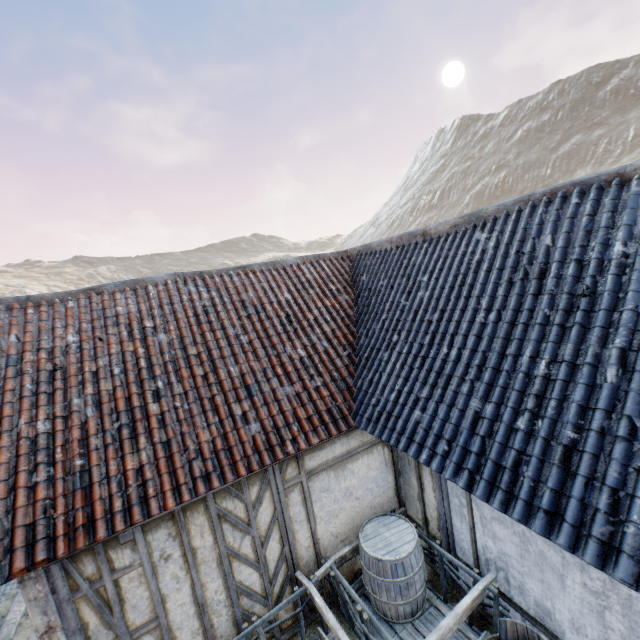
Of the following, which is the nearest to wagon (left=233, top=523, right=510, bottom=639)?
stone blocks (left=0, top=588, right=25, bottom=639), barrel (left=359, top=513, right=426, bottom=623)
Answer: barrel (left=359, top=513, right=426, bottom=623)

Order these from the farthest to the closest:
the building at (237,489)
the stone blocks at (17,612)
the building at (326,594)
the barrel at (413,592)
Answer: the stone blocks at (17,612), the building at (326,594), the barrel at (413,592), the building at (237,489)

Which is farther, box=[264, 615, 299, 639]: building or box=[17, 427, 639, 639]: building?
box=[264, 615, 299, 639]: building

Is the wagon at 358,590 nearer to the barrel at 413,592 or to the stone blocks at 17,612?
the barrel at 413,592

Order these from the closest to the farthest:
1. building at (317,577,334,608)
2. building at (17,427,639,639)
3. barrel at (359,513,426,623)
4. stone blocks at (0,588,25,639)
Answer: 1. building at (17,427,639,639)
2. barrel at (359,513,426,623)
3. building at (317,577,334,608)
4. stone blocks at (0,588,25,639)

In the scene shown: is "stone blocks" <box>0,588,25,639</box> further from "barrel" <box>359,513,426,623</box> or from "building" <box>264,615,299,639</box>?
"barrel" <box>359,513,426,623</box>

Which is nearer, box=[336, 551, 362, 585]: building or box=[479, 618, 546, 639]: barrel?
box=[479, 618, 546, 639]: barrel

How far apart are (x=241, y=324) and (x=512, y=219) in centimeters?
488cm
